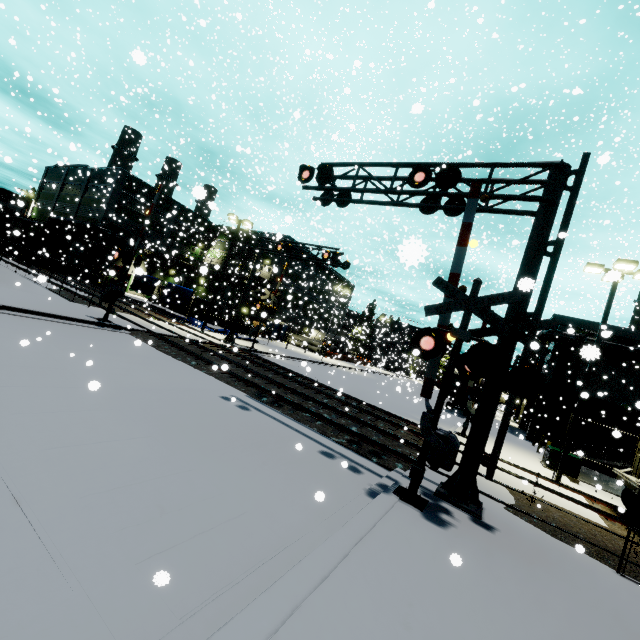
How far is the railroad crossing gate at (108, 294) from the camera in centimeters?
1599cm

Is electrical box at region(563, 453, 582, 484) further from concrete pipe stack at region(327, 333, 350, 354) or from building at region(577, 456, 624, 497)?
concrete pipe stack at region(327, 333, 350, 354)

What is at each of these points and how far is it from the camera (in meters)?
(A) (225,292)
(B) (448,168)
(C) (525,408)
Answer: (A) building, 39.00
(B) railroad crossing overhang, 8.83
(C) building, 34.91

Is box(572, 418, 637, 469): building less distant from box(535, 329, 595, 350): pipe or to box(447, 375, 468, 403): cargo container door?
box(535, 329, 595, 350): pipe

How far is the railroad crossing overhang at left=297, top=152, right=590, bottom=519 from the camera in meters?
7.4

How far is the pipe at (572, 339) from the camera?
24.6m

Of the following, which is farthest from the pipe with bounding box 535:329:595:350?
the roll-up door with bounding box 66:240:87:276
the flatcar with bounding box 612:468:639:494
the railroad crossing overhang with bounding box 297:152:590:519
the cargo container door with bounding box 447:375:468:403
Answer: the roll-up door with bounding box 66:240:87:276

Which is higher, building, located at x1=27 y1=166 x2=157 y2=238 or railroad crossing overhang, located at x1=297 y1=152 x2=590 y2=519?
building, located at x1=27 y1=166 x2=157 y2=238
